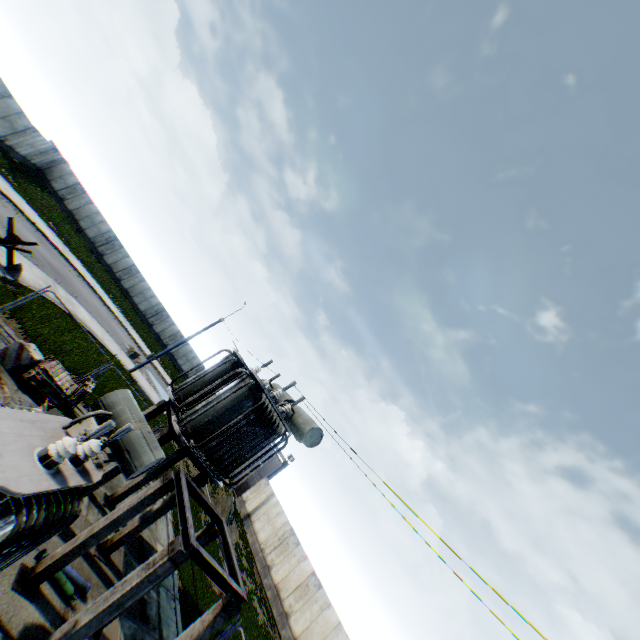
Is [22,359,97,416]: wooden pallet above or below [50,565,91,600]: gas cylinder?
above

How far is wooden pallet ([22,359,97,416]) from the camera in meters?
11.3 m

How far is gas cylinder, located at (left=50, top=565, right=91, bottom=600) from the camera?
7.6m

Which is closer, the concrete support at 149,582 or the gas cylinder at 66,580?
the concrete support at 149,582

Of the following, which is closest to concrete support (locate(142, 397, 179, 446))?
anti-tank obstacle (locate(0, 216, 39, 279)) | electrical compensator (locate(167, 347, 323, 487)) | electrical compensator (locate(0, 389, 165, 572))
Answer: electrical compensator (locate(167, 347, 323, 487))

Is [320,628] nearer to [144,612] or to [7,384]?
[144,612]

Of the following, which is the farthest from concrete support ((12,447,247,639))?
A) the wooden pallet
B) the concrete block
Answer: the concrete block

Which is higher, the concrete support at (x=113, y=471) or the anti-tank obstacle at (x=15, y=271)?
the concrete support at (x=113, y=471)
